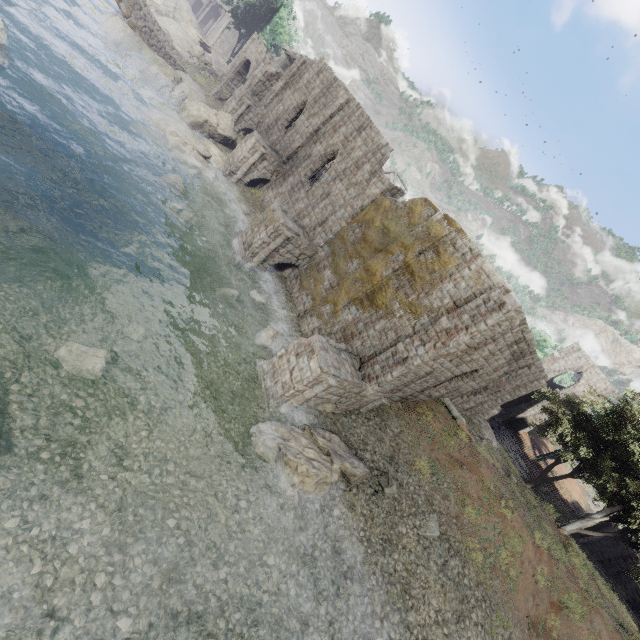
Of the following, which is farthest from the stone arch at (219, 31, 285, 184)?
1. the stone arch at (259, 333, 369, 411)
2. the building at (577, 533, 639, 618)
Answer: the building at (577, 533, 639, 618)

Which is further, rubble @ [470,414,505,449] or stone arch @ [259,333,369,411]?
rubble @ [470,414,505,449]

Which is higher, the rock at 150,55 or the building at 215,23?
the building at 215,23

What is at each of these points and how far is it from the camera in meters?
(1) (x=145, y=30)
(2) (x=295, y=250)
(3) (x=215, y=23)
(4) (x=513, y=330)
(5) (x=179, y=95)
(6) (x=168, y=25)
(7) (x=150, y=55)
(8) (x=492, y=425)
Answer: (1) bridge, 27.9
(2) stone arch, 19.2
(3) building, 54.0
(4) building, 14.3
(5) rubble, 27.7
(6) rock, 38.2
(7) rock, 27.5
(8) rubble, 30.1

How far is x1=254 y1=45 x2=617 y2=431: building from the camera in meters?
13.8

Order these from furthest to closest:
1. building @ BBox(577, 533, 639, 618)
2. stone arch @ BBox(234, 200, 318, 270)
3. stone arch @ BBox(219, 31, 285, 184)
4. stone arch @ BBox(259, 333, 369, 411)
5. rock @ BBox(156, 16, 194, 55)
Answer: rock @ BBox(156, 16, 194, 55) → stone arch @ BBox(219, 31, 285, 184) → building @ BBox(577, 533, 639, 618) → stone arch @ BBox(234, 200, 318, 270) → stone arch @ BBox(259, 333, 369, 411)

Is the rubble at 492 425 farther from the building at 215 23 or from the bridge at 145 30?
the bridge at 145 30

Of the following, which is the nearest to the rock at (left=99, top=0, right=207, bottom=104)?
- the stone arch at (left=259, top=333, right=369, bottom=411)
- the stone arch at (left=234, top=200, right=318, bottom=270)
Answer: the stone arch at (left=234, top=200, right=318, bottom=270)
